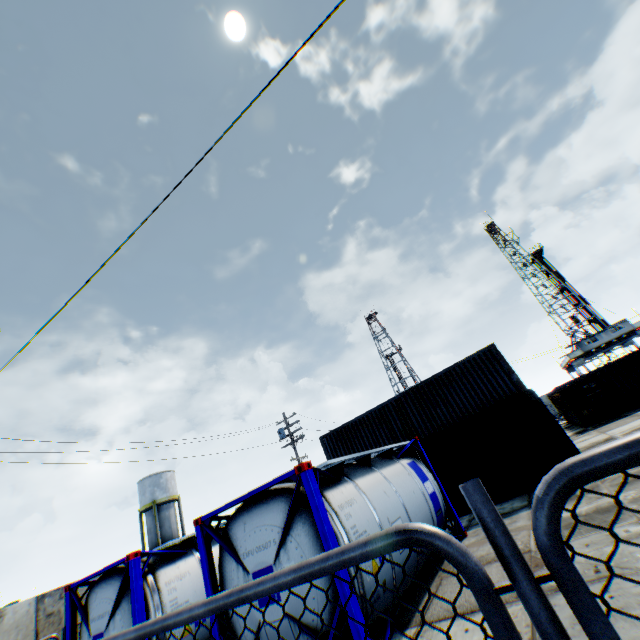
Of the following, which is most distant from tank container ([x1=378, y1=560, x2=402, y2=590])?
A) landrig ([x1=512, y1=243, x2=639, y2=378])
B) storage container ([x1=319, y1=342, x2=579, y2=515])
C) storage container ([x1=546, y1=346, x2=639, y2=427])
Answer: landrig ([x1=512, y1=243, x2=639, y2=378])

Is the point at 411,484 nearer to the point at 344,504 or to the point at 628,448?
the point at 344,504

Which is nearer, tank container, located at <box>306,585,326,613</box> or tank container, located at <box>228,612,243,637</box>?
tank container, located at <box>306,585,326,613</box>

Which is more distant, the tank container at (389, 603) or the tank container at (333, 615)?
the tank container at (389, 603)

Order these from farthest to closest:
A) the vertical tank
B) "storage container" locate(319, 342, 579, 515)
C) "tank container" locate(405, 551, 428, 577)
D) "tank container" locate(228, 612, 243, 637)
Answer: the vertical tank < "storage container" locate(319, 342, 579, 515) < "tank container" locate(405, 551, 428, 577) < "tank container" locate(228, 612, 243, 637)

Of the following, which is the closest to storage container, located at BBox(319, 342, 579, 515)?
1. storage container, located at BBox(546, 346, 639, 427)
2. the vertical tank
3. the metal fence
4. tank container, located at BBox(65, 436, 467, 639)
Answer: tank container, located at BBox(65, 436, 467, 639)

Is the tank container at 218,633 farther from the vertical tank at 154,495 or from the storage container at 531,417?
the vertical tank at 154,495

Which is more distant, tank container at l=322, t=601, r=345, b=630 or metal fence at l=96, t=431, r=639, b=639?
tank container at l=322, t=601, r=345, b=630
